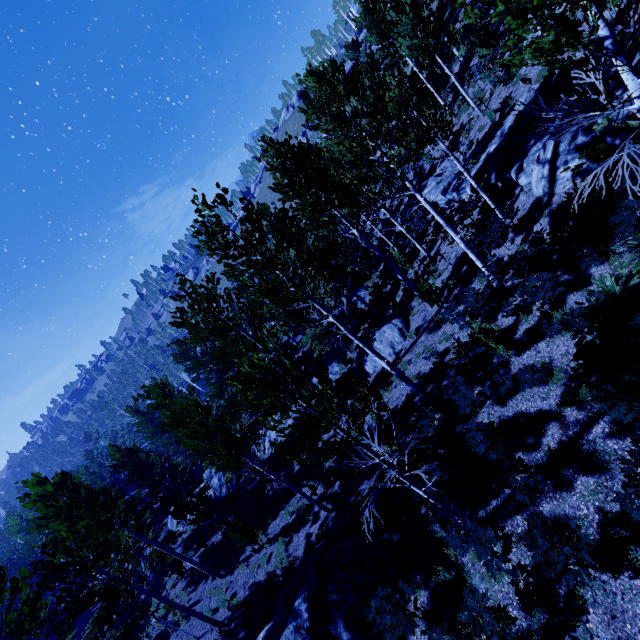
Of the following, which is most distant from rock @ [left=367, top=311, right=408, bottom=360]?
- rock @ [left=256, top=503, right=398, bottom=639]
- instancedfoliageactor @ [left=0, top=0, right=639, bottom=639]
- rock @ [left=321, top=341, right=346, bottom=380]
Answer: rock @ [left=256, top=503, right=398, bottom=639]

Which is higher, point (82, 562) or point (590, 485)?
point (82, 562)

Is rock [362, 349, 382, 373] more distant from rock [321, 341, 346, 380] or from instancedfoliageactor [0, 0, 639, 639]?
rock [321, 341, 346, 380]

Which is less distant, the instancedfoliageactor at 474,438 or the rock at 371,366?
the instancedfoliageactor at 474,438

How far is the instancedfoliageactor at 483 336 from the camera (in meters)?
8.80

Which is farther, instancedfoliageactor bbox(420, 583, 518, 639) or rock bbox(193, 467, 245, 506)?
rock bbox(193, 467, 245, 506)

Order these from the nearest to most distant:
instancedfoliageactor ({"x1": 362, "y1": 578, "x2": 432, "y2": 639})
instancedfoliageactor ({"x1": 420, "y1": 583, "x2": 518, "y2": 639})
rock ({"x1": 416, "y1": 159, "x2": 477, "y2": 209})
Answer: instancedfoliageactor ({"x1": 420, "y1": 583, "x2": 518, "y2": 639}) → instancedfoliageactor ({"x1": 362, "y1": 578, "x2": 432, "y2": 639}) → rock ({"x1": 416, "y1": 159, "x2": 477, "y2": 209})

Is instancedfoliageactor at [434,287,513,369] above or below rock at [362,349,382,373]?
above
